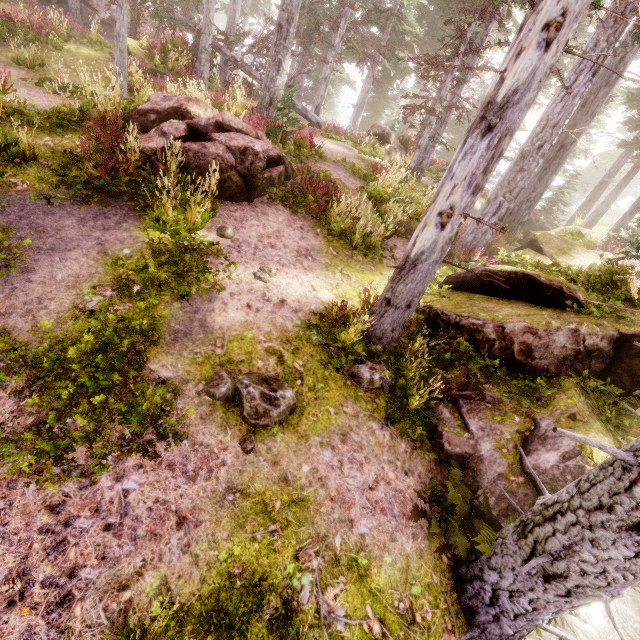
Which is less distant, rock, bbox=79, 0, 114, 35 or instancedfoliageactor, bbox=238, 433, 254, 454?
instancedfoliageactor, bbox=238, 433, 254, 454

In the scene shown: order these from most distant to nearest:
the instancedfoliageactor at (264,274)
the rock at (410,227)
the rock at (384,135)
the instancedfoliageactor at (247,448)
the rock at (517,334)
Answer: the rock at (384,135), the rock at (410,227), the instancedfoliageactor at (264,274), the rock at (517,334), the instancedfoliageactor at (247,448)

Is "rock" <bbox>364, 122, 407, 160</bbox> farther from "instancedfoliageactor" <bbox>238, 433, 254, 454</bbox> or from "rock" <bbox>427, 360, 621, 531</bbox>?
"rock" <bbox>427, 360, 621, 531</bbox>

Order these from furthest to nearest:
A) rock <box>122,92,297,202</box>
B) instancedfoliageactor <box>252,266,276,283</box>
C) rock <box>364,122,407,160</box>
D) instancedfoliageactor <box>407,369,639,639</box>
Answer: rock <box>364,122,407,160</box>
rock <box>122,92,297,202</box>
instancedfoliageactor <box>252,266,276,283</box>
instancedfoliageactor <box>407,369,639,639</box>

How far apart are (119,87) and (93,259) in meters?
10.0

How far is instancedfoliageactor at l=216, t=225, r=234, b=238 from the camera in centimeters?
724cm

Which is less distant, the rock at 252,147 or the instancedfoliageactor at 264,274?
the instancedfoliageactor at 264,274

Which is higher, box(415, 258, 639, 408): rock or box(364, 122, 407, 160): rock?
box(364, 122, 407, 160): rock
